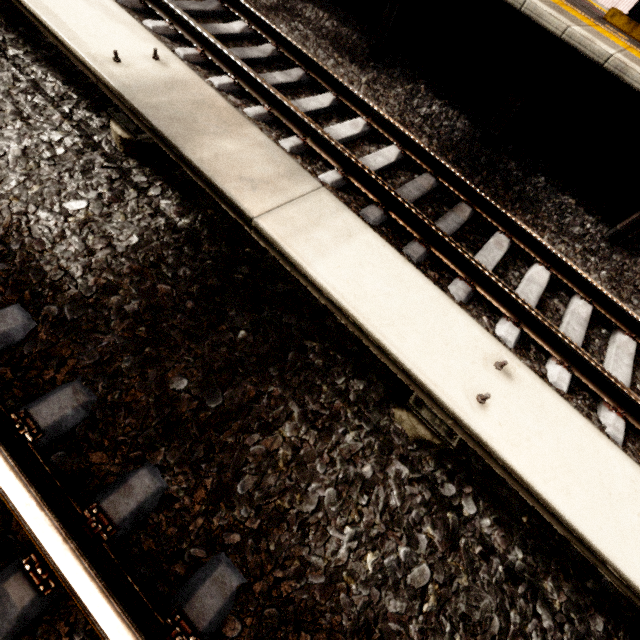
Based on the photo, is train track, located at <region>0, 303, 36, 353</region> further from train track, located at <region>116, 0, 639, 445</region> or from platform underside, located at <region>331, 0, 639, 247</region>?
platform underside, located at <region>331, 0, 639, 247</region>

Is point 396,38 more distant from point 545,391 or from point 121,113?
point 545,391

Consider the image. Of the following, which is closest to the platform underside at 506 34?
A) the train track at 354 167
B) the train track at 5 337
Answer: the train track at 354 167

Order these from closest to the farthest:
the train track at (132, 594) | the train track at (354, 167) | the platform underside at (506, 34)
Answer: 1. the train track at (132, 594)
2. the train track at (354, 167)
3. the platform underside at (506, 34)

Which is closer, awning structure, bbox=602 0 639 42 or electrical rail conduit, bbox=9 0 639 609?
electrical rail conduit, bbox=9 0 639 609

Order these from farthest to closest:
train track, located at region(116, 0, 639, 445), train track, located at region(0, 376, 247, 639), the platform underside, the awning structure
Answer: the awning structure, the platform underside, train track, located at region(116, 0, 639, 445), train track, located at region(0, 376, 247, 639)

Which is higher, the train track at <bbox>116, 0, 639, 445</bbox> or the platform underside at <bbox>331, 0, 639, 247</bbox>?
the platform underside at <bbox>331, 0, 639, 247</bbox>

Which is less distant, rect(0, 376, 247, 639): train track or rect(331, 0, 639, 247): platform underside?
rect(0, 376, 247, 639): train track
